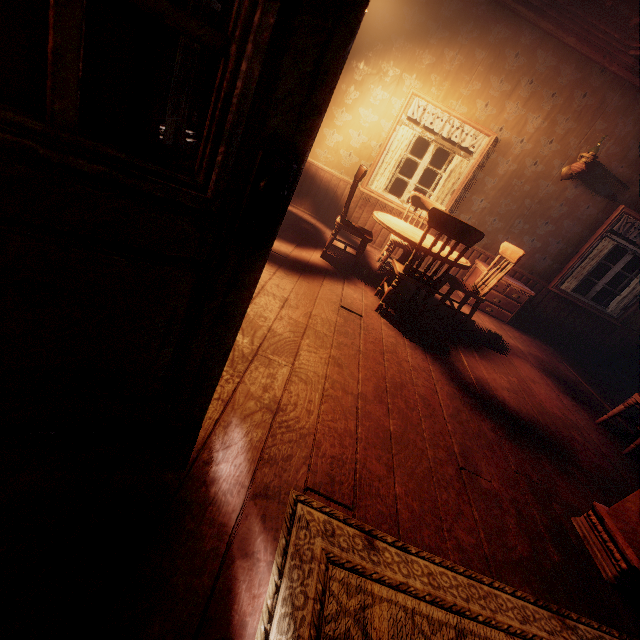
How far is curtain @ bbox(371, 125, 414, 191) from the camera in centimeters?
524cm

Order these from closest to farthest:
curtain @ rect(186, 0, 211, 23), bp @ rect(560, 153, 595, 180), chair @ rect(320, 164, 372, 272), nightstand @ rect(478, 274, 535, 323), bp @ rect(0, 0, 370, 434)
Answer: bp @ rect(0, 0, 370, 434) < curtain @ rect(186, 0, 211, 23) < chair @ rect(320, 164, 372, 272) < bp @ rect(560, 153, 595, 180) < nightstand @ rect(478, 274, 535, 323)

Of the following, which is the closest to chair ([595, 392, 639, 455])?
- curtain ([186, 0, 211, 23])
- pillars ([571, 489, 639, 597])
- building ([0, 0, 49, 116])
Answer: building ([0, 0, 49, 116])

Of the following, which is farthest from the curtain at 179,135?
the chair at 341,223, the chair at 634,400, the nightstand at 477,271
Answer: the chair at 634,400

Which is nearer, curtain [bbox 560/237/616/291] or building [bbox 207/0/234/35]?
building [bbox 207/0/234/35]

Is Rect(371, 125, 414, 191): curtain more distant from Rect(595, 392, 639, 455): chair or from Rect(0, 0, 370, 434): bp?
Rect(595, 392, 639, 455): chair

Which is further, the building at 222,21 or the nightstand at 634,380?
the nightstand at 634,380

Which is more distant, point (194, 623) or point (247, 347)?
point (247, 347)
